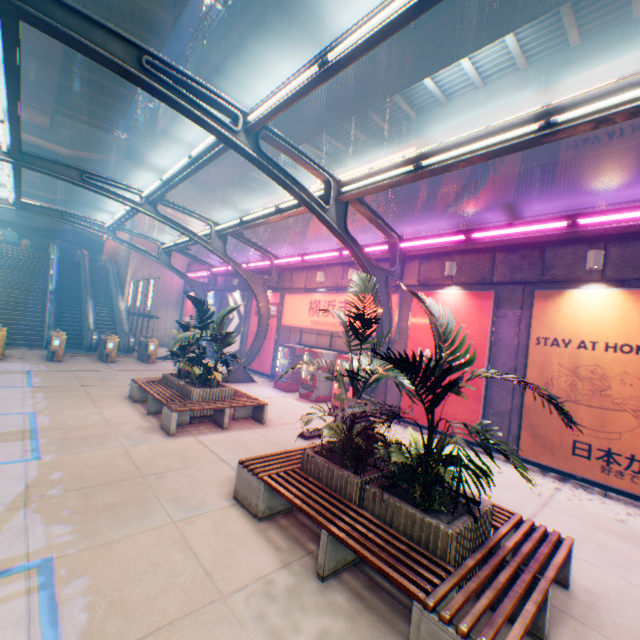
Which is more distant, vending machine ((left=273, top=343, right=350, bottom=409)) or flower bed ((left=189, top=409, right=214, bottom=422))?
vending machine ((left=273, top=343, right=350, bottom=409))

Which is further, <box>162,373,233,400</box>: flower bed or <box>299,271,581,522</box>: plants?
<box>162,373,233,400</box>: flower bed

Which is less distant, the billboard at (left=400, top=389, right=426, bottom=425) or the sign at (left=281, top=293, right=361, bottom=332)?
the billboard at (left=400, top=389, right=426, bottom=425)

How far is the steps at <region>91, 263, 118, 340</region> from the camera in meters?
22.2

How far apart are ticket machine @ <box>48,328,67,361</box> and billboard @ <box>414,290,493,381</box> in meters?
A: 14.9

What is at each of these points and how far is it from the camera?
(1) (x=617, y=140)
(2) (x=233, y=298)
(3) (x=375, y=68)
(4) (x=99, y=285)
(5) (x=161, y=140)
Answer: (1) building, 24.30m
(2) billboard, 20.42m
(3) overpass support, 13.20m
(4) steps, 25.42m
(5) overpass support, 23.58m

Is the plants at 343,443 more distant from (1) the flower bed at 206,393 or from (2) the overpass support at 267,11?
(2) the overpass support at 267,11

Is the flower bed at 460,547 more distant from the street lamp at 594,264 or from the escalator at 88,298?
the escalator at 88,298
